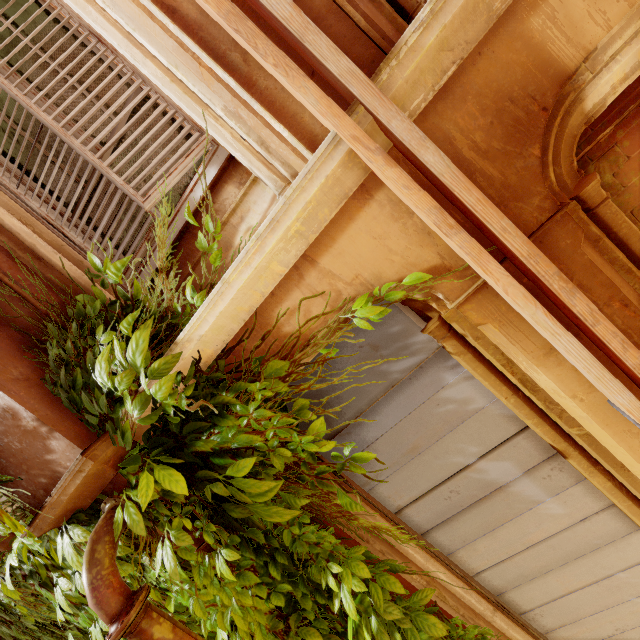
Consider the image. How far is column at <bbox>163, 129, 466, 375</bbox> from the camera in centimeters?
140cm

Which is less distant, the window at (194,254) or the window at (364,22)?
the window at (364,22)

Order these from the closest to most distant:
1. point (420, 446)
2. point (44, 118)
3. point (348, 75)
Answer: point (348, 75), point (44, 118), point (420, 446)

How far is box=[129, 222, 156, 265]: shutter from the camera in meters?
2.0 m

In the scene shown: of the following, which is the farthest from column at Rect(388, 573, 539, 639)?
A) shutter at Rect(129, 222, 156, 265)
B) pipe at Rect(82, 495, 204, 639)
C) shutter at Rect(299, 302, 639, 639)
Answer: shutter at Rect(129, 222, 156, 265)

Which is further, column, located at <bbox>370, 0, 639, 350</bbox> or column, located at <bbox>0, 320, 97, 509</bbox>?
column, located at <bbox>0, 320, 97, 509</bbox>

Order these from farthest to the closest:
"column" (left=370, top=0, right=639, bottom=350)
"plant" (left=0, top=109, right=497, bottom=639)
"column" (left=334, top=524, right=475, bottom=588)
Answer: "column" (left=334, top=524, right=475, bottom=588) → "plant" (left=0, top=109, right=497, bottom=639) → "column" (left=370, top=0, right=639, bottom=350)

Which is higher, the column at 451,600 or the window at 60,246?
the window at 60,246
